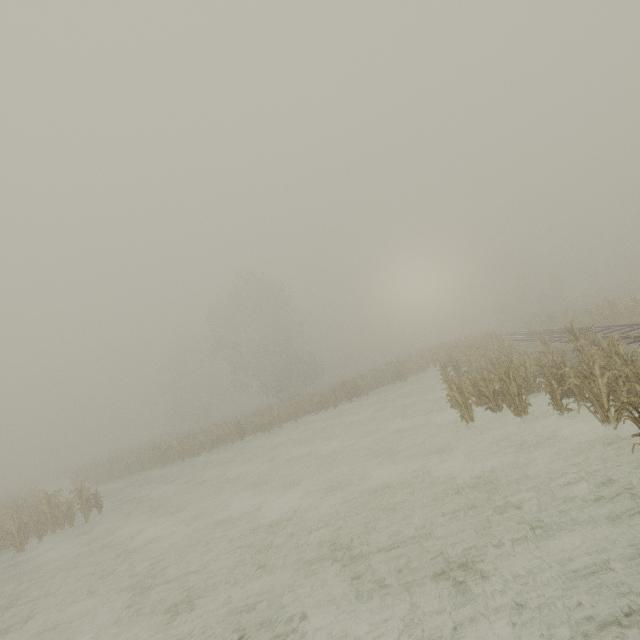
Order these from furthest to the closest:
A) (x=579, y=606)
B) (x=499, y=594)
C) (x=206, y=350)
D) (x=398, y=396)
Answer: (x=206, y=350) < (x=398, y=396) < (x=499, y=594) < (x=579, y=606)
